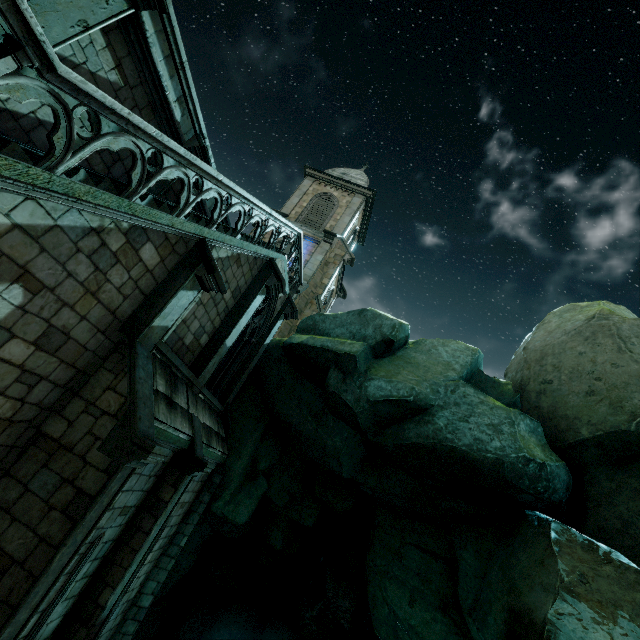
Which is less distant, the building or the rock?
the building

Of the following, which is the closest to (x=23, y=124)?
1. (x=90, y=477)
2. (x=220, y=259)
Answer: (x=220, y=259)

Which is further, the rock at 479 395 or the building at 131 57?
the rock at 479 395
